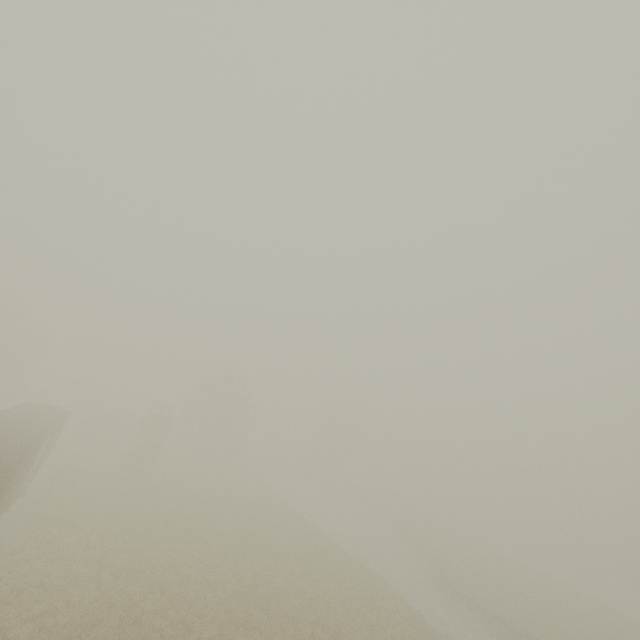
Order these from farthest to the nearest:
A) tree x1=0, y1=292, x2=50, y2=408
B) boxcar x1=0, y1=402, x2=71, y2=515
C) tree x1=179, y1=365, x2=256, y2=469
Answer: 1. tree x1=179, y1=365, x2=256, y2=469
2. tree x1=0, y1=292, x2=50, y2=408
3. boxcar x1=0, y1=402, x2=71, y2=515

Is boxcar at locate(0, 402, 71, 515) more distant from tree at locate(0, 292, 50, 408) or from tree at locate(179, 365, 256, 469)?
tree at locate(179, 365, 256, 469)

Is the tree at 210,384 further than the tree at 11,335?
Yes

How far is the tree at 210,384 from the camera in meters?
46.0

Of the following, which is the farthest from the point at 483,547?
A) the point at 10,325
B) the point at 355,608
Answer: the point at 10,325

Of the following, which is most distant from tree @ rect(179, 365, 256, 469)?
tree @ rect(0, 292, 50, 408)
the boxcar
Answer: the boxcar
